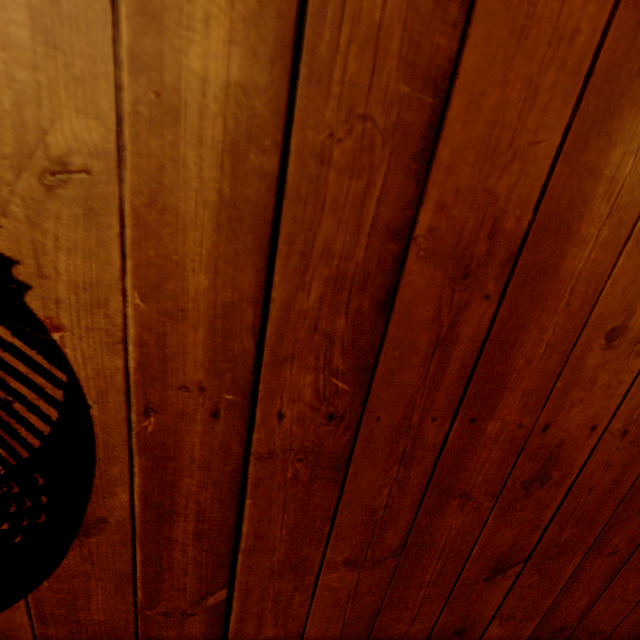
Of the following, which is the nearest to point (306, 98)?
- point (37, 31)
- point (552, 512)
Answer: point (37, 31)
